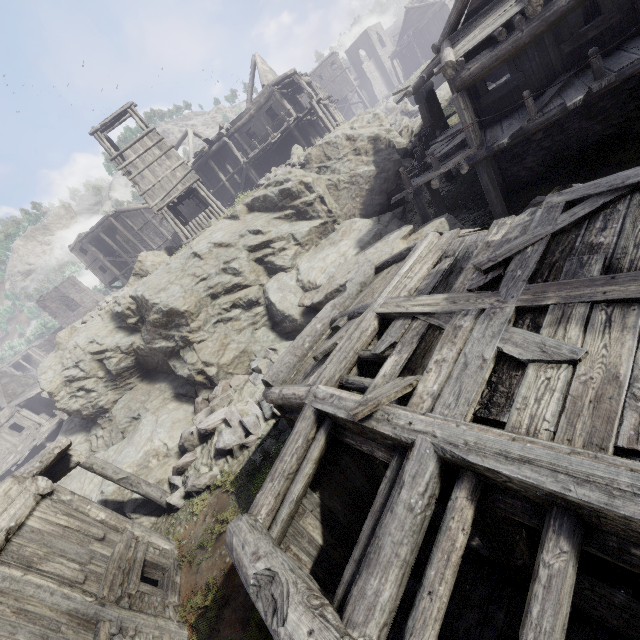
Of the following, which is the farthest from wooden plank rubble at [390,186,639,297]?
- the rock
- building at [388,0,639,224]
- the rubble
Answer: the rock

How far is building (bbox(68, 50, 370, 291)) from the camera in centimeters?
2052cm

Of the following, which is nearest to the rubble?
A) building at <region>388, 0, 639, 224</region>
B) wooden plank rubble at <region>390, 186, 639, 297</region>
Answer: building at <region>388, 0, 639, 224</region>

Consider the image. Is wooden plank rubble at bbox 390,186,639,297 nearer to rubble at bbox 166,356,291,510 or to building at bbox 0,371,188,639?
building at bbox 0,371,188,639

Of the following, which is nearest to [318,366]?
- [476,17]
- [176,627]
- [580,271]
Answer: [580,271]

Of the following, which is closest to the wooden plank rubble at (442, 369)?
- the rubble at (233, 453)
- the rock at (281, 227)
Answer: the rubble at (233, 453)

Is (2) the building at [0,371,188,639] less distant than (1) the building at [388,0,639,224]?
Yes

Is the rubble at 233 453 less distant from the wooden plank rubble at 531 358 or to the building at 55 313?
the building at 55 313
